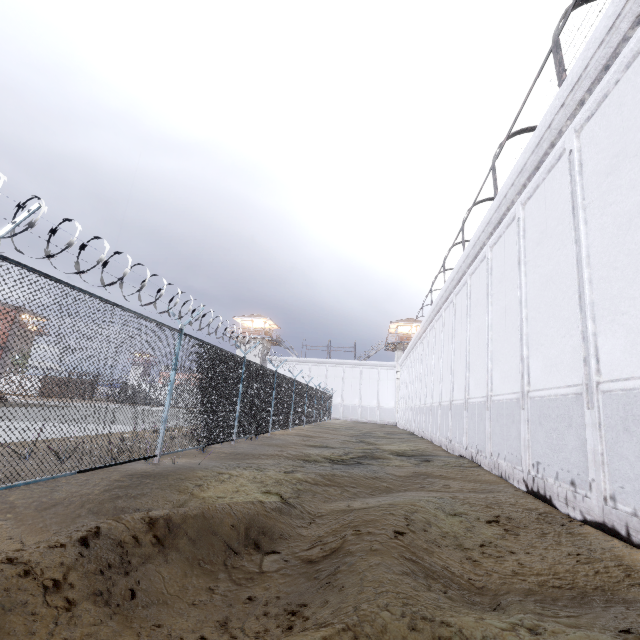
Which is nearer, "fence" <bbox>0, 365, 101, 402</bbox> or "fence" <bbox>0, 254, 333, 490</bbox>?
"fence" <bbox>0, 365, 101, 402</bbox>

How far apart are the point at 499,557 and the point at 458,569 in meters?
0.9 m

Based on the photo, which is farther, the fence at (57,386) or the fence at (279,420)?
the fence at (279,420)
